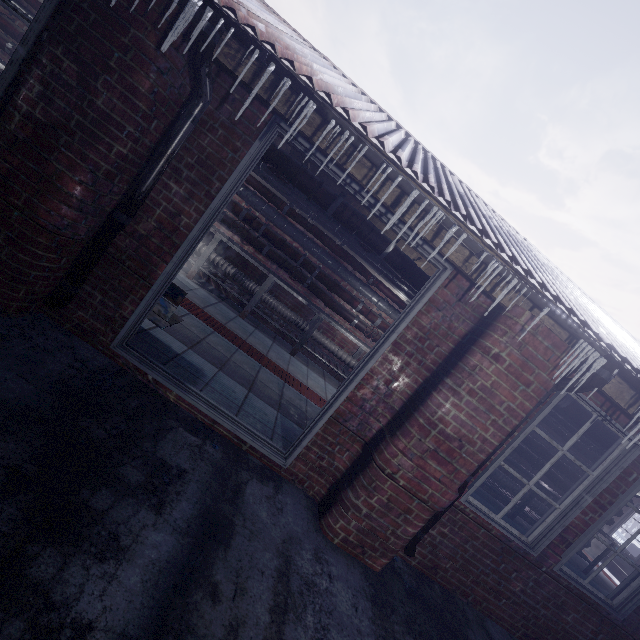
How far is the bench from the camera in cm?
249

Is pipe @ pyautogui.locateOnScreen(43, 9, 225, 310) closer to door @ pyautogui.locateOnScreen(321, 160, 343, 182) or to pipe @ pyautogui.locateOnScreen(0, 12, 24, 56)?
door @ pyautogui.locateOnScreen(321, 160, 343, 182)

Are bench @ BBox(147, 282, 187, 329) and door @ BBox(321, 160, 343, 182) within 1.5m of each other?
yes

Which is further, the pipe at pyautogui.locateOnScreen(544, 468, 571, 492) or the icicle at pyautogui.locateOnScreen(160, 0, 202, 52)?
the pipe at pyautogui.locateOnScreen(544, 468, 571, 492)

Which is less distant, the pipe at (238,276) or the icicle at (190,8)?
the icicle at (190,8)

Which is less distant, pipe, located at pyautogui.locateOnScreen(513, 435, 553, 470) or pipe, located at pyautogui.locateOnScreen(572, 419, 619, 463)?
pipe, located at pyautogui.locateOnScreen(572, 419, 619, 463)

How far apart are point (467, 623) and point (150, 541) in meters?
2.7

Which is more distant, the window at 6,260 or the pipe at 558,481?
the pipe at 558,481
